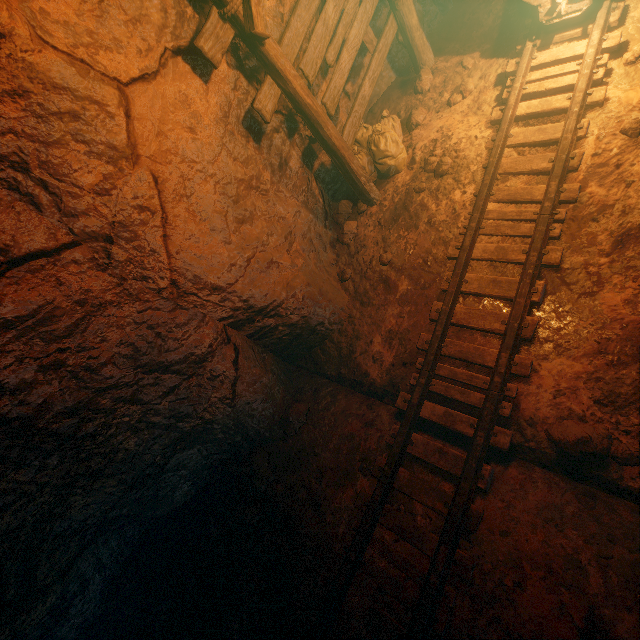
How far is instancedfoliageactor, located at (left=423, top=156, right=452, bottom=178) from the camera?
4.4m

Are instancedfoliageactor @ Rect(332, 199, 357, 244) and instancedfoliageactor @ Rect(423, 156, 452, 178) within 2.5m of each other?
yes

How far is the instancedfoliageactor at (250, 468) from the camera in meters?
4.0

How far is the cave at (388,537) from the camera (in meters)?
2.96

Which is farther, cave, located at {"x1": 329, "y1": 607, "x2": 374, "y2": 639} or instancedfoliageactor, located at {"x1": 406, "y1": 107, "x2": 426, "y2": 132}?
instancedfoliageactor, located at {"x1": 406, "y1": 107, "x2": 426, "y2": 132}

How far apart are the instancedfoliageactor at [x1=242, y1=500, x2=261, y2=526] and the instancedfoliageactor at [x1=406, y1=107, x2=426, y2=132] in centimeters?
533cm

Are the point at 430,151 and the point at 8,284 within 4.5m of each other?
no

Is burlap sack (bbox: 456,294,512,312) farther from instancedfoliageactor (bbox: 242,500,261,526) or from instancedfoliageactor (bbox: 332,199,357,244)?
instancedfoliageactor (bbox: 242,500,261,526)
